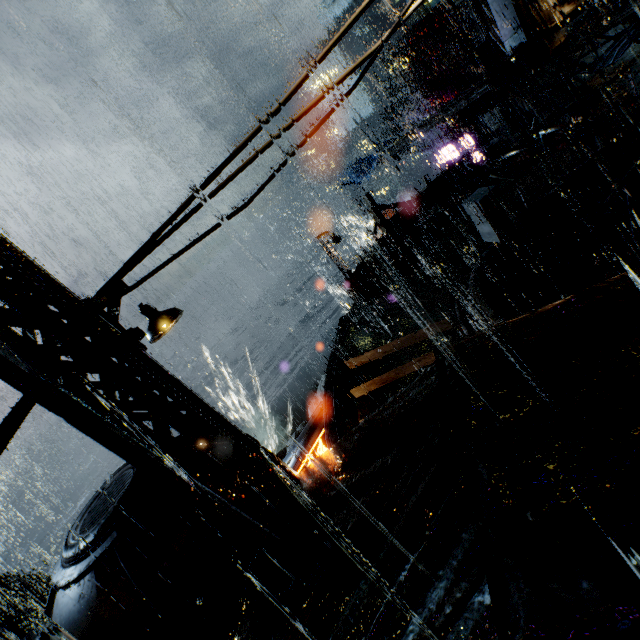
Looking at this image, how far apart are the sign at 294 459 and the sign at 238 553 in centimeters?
440cm

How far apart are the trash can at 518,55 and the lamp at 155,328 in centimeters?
2863cm

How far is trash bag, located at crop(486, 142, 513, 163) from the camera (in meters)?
15.73

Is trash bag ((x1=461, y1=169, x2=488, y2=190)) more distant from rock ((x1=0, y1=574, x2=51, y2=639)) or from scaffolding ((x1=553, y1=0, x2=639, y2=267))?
rock ((x1=0, y1=574, x2=51, y2=639))

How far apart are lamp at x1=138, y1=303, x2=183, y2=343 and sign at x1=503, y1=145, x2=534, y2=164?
14.8 meters

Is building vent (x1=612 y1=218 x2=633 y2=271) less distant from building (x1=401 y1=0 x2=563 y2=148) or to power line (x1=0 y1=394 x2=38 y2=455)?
building (x1=401 y1=0 x2=563 y2=148)

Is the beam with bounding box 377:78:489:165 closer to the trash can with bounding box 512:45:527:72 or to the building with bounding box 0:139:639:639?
the building with bounding box 0:139:639:639

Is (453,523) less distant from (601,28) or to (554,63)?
(601,28)
